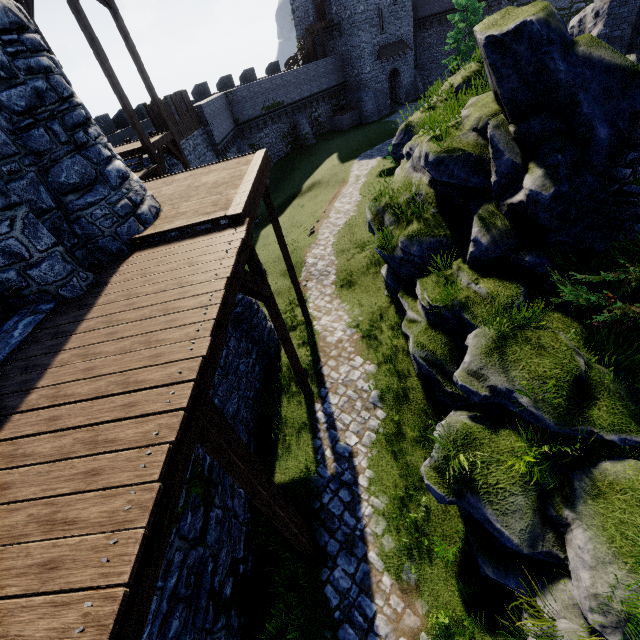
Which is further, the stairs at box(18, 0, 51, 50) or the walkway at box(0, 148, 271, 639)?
the stairs at box(18, 0, 51, 50)

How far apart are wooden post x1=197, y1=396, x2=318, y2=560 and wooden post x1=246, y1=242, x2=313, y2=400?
3.5 meters

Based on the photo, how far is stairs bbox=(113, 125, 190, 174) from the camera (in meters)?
13.14

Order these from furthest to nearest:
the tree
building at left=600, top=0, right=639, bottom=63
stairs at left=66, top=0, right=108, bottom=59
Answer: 1. the tree
2. building at left=600, top=0, right=639, bottom=63
3. stairs at left=66, top=0, right=108, bottom=59

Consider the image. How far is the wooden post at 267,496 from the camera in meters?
3.6 m

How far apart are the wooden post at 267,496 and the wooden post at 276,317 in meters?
3.5 m

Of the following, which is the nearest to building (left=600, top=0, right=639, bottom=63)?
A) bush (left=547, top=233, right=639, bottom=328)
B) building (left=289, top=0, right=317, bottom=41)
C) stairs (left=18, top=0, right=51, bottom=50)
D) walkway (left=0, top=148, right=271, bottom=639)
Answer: bush (left=547, top=233, right=639, bottom=328)

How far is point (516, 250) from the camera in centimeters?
719cm
